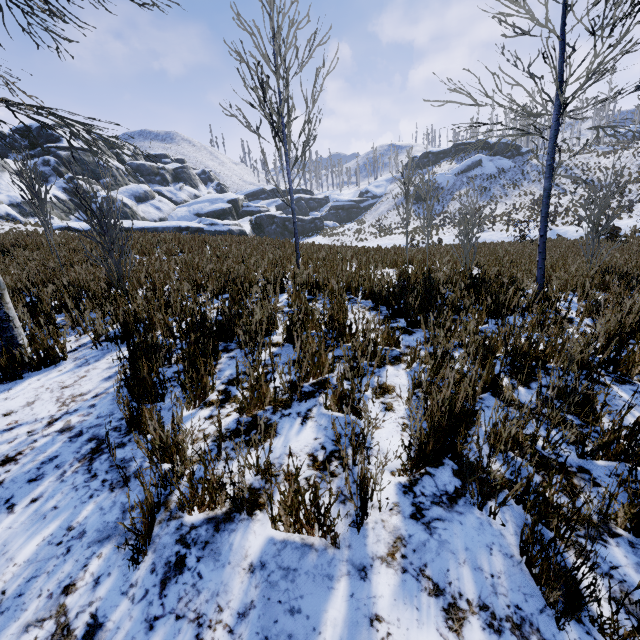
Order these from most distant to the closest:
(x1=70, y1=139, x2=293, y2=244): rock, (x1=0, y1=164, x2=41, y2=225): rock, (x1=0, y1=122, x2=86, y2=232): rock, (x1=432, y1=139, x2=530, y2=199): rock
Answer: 1. (x1=432, y1=139, x2=530, y2=199): rock
2. (x1=0, y1=122, x2=86, y2=232): rock
3. (x1=0, y1=164, x2=41, y2=225): rock
4. (x1=70, y1=139, x2=293, y2=244): rock

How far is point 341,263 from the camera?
6.73m

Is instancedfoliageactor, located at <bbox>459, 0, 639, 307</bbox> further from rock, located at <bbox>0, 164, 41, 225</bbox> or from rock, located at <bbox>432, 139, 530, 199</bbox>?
rock, located at <bbox>432, 139, 530, 199</bbox>

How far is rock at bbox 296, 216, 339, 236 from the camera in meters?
49.9

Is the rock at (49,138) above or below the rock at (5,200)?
above

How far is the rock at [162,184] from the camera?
14.12m

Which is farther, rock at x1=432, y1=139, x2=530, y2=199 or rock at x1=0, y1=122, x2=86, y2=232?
rock at x1=432, y1=139, x2=530, y2=199
